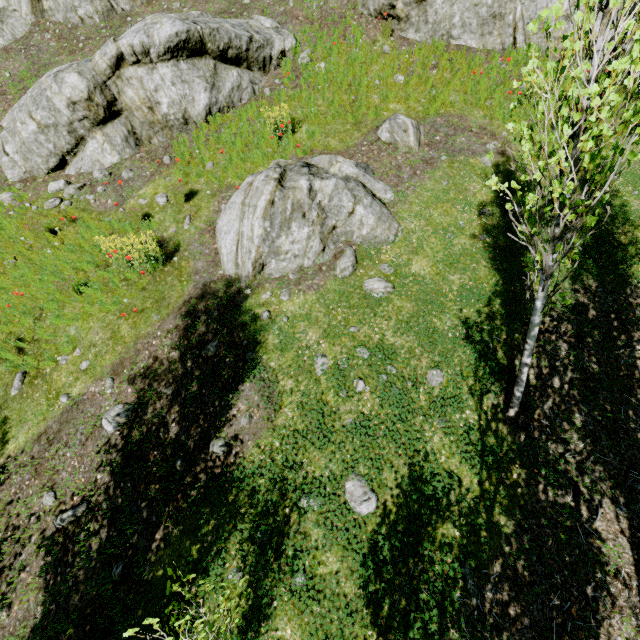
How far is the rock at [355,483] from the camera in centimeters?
444cm

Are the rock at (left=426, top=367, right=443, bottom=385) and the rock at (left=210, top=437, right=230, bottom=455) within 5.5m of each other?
yes

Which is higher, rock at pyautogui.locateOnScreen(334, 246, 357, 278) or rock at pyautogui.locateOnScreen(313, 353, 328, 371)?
rock at pyautogui.locateOnScreen(334, 246, 357, 278)

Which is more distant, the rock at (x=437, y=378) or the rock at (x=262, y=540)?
the rock at (x=437, y=378)

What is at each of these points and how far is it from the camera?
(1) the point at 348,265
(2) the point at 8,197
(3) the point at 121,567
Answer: (1) rock, 6.2 meters
(2) rock, 8.3 meters
(3) rock, 4.6 meters

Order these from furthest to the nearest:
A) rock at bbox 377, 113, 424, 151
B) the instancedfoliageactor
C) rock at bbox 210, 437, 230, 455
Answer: rock at bbox 377, 113, 424, 151, rock at bbox 210, 437, 230, 455, the instancedfoliageactor

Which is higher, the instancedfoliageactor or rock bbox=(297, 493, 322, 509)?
the instancedfoliageactor

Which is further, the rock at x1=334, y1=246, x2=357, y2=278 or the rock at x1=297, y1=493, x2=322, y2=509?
the rock at x1=334, y1=246, x2=357, y2=278
